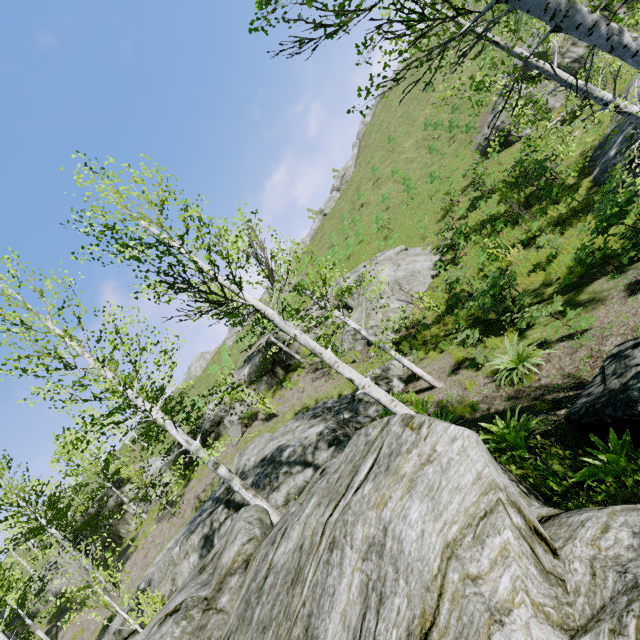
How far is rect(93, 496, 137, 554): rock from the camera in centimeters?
2322cm

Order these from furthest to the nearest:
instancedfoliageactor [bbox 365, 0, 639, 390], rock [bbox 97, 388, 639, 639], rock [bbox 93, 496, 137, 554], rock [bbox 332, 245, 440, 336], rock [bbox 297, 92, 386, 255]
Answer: rock [bbox 297, 92, 386, 255] < rock [bbox 93, 496, 137, 554] < rock [bbox 332, 245, 440, 336] < instancedfoliageactor [bbox 365, 0, 639, 390] < rock [bbox 97, 388, 639, 639]

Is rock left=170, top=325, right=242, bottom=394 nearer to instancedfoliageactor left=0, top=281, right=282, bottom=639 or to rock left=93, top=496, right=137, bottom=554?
rock left=93, top=496, right=137, bottom=554

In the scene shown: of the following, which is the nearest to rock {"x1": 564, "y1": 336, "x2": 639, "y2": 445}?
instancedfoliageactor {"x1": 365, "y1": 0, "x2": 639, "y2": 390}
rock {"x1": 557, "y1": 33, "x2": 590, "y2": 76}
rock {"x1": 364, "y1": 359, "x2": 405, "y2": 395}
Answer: instancedfoliageactor {"x1": 365, "y1": 0, "x2": 639, "y2": 390}

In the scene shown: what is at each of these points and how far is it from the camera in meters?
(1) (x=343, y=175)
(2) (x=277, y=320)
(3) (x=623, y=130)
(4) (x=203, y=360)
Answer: (1) rock, 53.0
(2) instancedfoliageactor, 5.8
(3) rock, 12.7
(4) rock, 50.3

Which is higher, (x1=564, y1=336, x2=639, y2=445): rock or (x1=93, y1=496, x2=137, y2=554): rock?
(x1=93, y1=496, x2=137, y2=554): rock

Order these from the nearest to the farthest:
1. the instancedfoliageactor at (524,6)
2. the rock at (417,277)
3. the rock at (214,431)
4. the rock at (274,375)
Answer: the instancedfoliageactor at (524,6) < the rock at (417,277) < the rock at (214,431) < the rock at (274,375)

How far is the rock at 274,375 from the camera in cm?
2248
